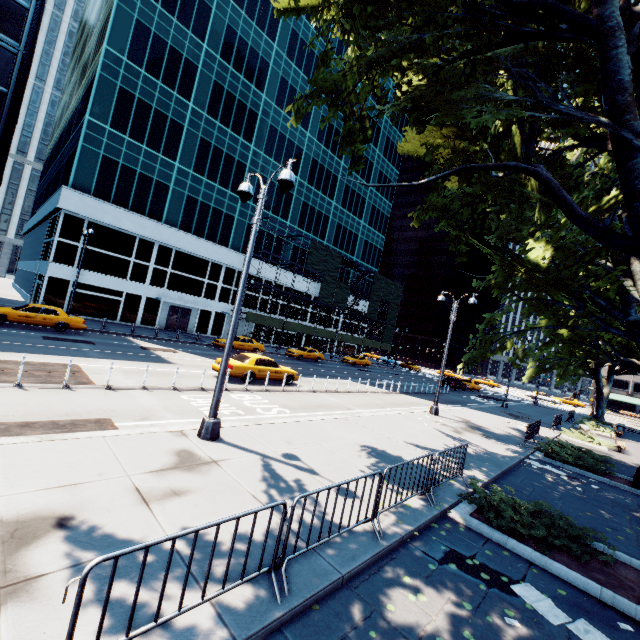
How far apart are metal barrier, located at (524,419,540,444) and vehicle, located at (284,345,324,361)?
23.0 meters

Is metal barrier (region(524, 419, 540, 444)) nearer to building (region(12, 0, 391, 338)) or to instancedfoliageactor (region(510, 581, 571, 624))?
instancedfoliageactor (region(510, 581, 571, 624))

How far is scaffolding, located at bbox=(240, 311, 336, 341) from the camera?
38.8 meters

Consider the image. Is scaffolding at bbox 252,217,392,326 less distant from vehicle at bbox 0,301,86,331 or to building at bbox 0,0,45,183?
vehicle at bbox 0,301,86,331

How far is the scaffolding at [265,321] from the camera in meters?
38.8

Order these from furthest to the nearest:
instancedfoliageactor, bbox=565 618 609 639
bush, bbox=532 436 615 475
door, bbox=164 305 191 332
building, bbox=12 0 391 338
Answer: door, bbox=164 305 191 332 → building, bbox=12 0 391 338 → bush, bbox=532 436 615 475 → instancedfoliageactor, bbox=565 618 609 639

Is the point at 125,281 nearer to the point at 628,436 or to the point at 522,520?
the point at 522,520

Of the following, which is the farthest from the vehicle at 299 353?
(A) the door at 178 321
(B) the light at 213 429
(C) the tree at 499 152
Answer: (C) the tree at 499 152
